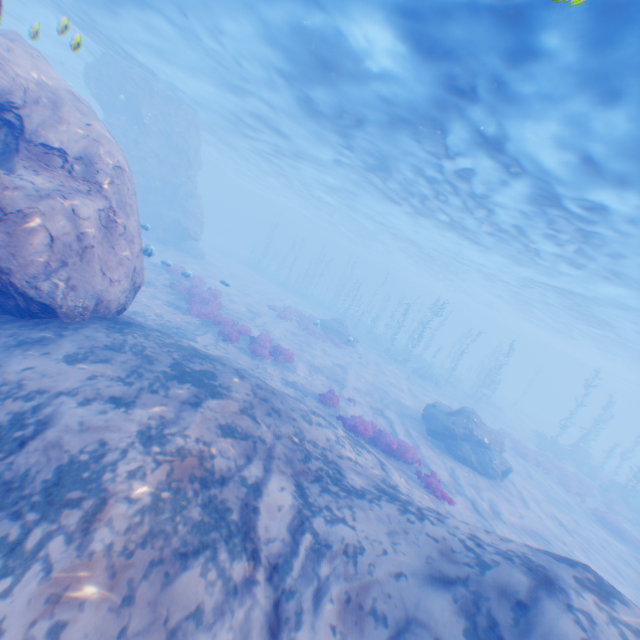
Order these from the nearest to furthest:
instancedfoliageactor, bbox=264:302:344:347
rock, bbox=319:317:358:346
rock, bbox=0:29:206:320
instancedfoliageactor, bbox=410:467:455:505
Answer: rock, bbox=0:29:206:320 → instancedfoliageactor, bbox=410:467:455:505 → instancedfoliageactor, bbox=264:302:344:347 → rock, bbox=319:317:358:346

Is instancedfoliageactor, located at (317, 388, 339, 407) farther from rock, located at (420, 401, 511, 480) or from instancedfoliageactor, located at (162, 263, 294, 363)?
rock, located at (420, 401, 511, 480)

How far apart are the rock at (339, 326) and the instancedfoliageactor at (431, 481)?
17.2m

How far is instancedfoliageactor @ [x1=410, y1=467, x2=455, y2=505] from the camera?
10.4m

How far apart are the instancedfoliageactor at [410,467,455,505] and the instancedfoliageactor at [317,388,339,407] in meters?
4.1 m

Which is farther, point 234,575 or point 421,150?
point 421,150

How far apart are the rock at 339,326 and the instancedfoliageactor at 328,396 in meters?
13.1 m

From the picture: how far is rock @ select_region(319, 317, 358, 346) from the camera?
28.6m
